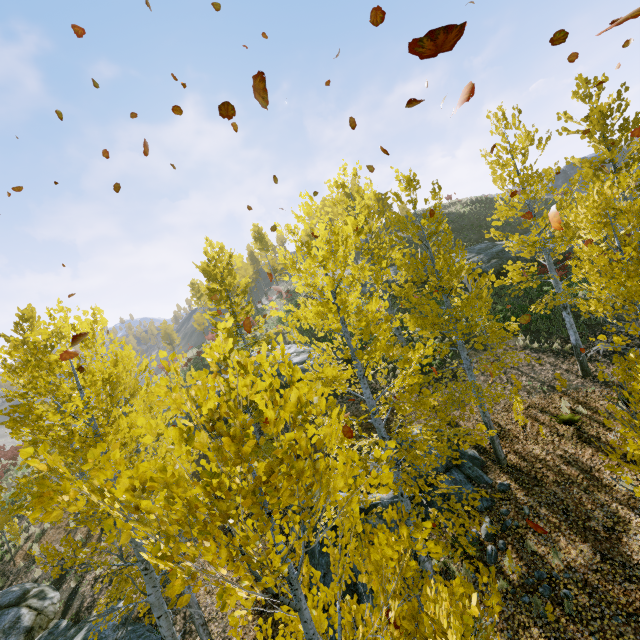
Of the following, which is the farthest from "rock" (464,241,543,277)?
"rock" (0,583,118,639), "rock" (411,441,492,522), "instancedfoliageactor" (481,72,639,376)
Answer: "rock" (0,583,118,639)

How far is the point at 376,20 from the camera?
5.34m

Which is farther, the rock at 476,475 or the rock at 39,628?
the rock at 39,628

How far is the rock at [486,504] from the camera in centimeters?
920cm

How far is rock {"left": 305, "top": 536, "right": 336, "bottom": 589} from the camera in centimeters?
864cm

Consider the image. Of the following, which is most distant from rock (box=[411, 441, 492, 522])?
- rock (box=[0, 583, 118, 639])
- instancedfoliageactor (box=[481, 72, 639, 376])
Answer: rock (box=[0, 583, 118, 639])

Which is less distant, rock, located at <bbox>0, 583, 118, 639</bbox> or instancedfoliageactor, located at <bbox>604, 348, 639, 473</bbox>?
instancedfoliageactor, located at <bbox>604, 348, 639, 473</bbox>

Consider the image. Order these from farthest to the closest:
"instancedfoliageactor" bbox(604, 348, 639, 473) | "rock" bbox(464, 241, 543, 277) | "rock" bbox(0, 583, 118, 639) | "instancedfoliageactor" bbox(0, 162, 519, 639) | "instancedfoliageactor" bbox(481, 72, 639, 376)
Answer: "rock" bbox(464, 241, 543, 277) → "rock" bbox(0, 583, 118, 639) → "instancedfoliageactor" bbox(481, 72, 639, 376) → "instancedfoliageactor" bbox(604, 348, 639, 473) → "instancedfoliageactor" bbox(0, 162, 519, 639)
